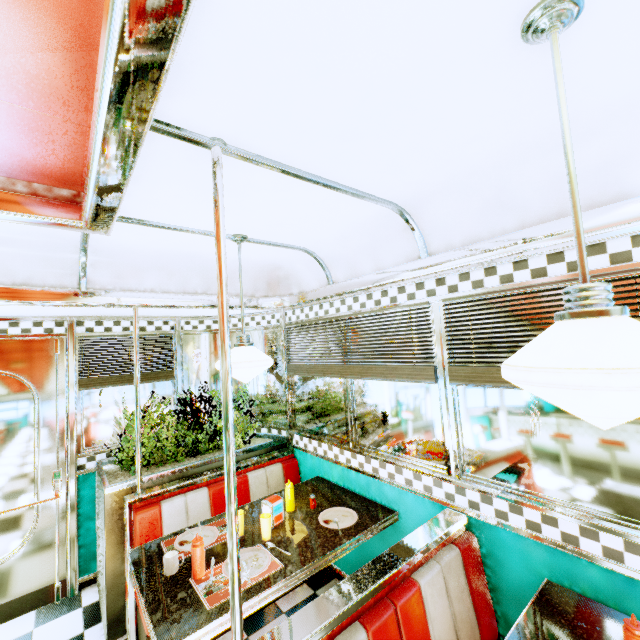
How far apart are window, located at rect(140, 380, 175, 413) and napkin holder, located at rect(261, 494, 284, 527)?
1.89m

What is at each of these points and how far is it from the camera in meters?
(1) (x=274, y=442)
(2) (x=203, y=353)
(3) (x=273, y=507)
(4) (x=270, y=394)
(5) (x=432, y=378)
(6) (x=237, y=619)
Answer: (1) flower box, 3.6 m
(2) window, 4.1 m
(3) napkin holder, 2.4 m
(4) window, 4.0 m
(5) blinds, 2.2 m
(6) support pole, 1.2 m

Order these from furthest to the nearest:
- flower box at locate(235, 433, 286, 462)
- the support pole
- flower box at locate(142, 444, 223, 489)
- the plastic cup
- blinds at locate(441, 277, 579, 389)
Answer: flower box at locate(235, 433, 286, 462) < flower box at locate(142, 444, 223, 489) < the plastic cup < blinds at locate(441, 277, 579, 389) < the support pole

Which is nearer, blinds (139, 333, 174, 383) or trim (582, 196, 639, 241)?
trim (582, 196, 639, 241)

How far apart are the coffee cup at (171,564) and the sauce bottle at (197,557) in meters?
0.1 m

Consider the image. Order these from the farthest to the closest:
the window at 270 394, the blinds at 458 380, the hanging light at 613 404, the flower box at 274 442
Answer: the window at 270 394 → the flower box at 274 442 → the blinds at 458 380 → the hanging light at 613 404

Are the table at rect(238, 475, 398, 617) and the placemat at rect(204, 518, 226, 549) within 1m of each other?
yes

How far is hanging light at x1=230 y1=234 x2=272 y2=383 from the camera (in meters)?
2.19
